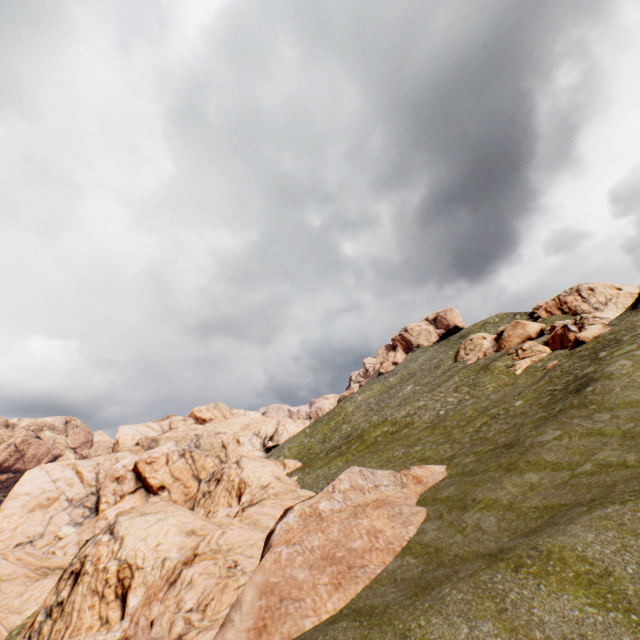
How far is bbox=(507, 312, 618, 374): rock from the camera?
31.8m

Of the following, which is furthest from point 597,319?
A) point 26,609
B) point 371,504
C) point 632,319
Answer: point 26,609

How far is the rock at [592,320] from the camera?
31.8 meters

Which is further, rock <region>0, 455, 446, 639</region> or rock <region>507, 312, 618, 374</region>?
rock <region>507, 312, 618, 374</region>

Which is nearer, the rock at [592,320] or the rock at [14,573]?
the rock at [14,573]

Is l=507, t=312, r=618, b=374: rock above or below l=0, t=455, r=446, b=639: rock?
above
